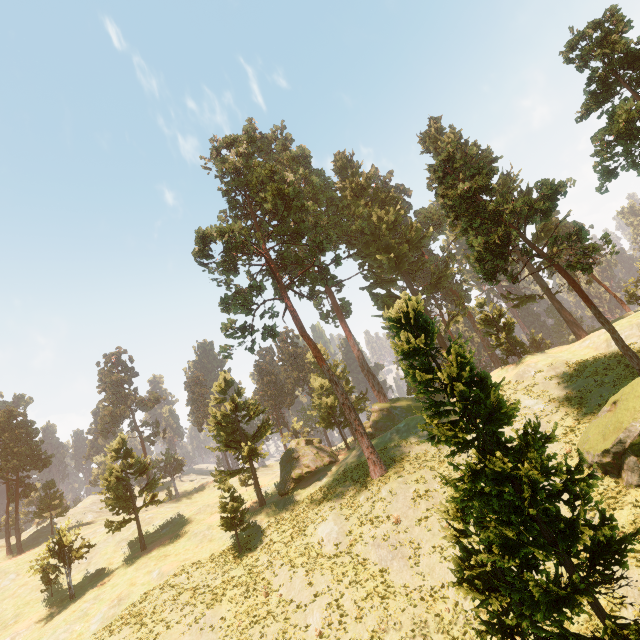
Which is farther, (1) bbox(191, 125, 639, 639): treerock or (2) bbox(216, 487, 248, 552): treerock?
(2) bbox(216, 487, 248, 552): treerock

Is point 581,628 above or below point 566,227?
below

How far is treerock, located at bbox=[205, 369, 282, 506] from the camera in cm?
3659

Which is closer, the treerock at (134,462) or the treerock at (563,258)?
the treerock at (563,258)
